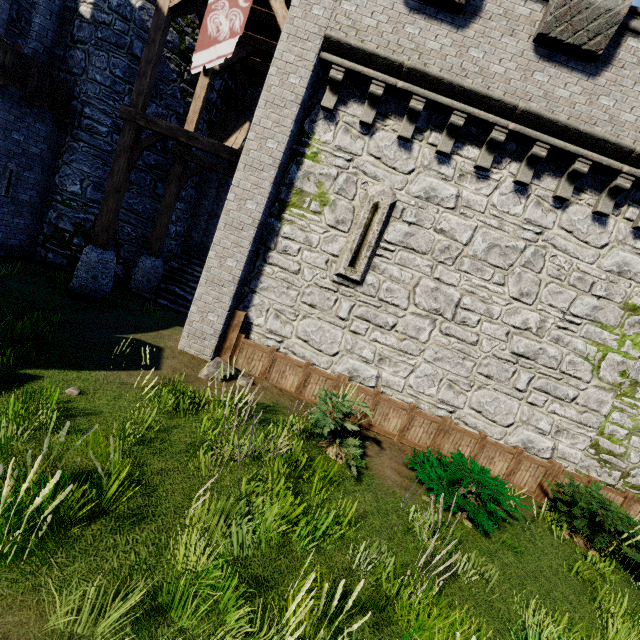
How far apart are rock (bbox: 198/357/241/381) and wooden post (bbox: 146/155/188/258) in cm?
598

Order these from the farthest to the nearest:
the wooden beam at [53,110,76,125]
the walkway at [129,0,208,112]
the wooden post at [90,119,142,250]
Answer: the wooden beam at [53,110,76,125] < the wooden post at [90,119,142,250] < the walkway at [129,0,208,112]

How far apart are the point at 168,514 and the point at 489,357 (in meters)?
7.81

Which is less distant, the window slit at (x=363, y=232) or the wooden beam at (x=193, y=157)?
the window slit at (x=363, y=232)

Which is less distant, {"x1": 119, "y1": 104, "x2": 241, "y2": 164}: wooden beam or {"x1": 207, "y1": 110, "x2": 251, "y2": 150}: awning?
{"x1": 119, "y1": 104, "x2": 241, "y2": 164}: wooden beam

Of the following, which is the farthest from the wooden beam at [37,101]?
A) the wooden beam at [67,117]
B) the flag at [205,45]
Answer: the flag at [205,45]

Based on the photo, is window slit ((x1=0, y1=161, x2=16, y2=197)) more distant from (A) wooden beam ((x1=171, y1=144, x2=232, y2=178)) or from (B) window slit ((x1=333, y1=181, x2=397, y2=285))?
(B) window slit ((x1=333, y1=181, x2=397, y2=285))

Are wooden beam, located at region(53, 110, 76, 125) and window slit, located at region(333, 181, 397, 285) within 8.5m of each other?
no
